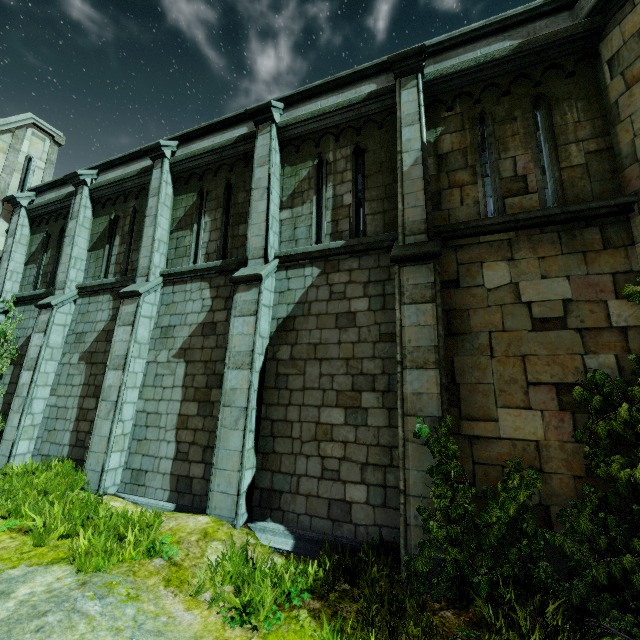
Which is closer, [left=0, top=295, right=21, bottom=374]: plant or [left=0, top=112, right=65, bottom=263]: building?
[left=0, top=295, right=21, bottom=374]: plant

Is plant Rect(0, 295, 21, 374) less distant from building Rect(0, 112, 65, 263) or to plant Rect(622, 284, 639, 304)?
building Rect(0, 112, 65, 263)

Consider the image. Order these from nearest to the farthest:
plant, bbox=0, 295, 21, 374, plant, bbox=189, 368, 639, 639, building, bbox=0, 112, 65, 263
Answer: plant, bbox=189, 368, 639, 639
plant, bbox=0, 295, 21, 374
building, bbox=0, 112, 65, 263

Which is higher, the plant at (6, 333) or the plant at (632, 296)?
the plant at (6, 333)

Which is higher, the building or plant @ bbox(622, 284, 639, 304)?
the building

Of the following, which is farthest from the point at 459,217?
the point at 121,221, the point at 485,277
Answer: the point at 121,221

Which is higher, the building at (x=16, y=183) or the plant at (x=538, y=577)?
the building at (x=16, y=183)
